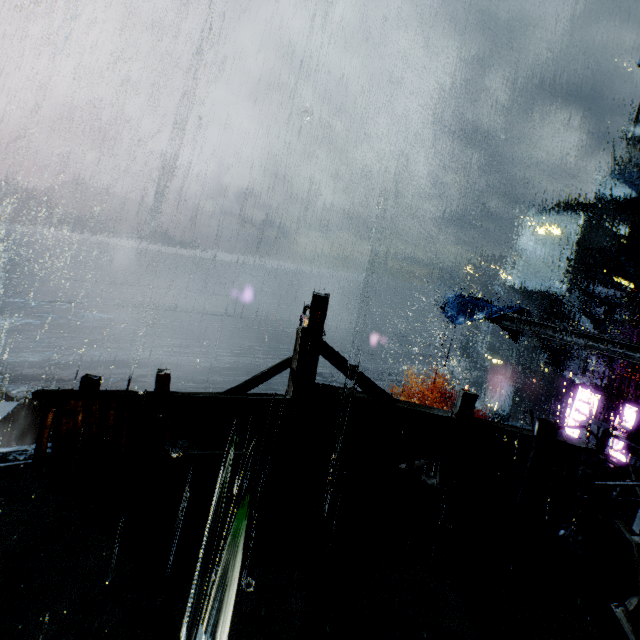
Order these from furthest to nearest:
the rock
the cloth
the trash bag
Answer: the rock, the cloth, the trash bag

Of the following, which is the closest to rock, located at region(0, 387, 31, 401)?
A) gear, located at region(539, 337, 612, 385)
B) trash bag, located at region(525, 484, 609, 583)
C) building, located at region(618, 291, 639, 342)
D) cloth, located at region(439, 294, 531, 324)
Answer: building, located at region(618, 291, 639, 342)

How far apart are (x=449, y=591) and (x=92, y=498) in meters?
5.3

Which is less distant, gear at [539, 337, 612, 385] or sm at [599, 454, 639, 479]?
sm at [599, 454, 639, 479]

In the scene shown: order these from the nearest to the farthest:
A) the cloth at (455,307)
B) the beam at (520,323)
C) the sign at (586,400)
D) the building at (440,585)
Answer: the building at (440,585) → the beam at (520,323) → the sign at (586,400) → the cloth at (455,307)

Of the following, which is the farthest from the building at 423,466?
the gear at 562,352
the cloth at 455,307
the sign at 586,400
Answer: the cloth at 455,307

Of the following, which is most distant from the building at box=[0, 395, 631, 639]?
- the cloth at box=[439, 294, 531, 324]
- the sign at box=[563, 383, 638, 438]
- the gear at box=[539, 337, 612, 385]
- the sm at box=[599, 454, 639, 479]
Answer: the cloth at box=[439, 294, 531, 324]

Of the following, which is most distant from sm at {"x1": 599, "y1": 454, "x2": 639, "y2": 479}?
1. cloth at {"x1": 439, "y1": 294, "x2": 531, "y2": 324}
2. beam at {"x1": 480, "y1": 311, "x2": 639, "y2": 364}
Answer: cloth at {"x1": 439, "y1": 294, "x2": 531, "y2": 324}
